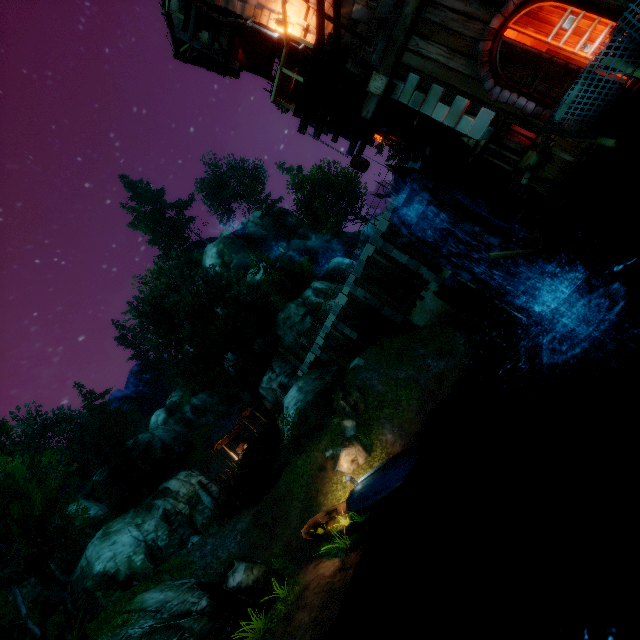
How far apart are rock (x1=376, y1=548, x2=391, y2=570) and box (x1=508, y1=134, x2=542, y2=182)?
10.94m

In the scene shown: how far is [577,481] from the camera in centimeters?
774cm

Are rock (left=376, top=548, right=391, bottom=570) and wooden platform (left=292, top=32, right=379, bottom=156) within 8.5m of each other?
no

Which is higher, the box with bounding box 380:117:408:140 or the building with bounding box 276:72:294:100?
the building with bounding box 276:72:294:100

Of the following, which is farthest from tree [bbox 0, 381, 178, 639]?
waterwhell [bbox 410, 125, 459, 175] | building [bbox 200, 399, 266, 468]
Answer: waterwhell [bbox 410, 125, 459, 175]

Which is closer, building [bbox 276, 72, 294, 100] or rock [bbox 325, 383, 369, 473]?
building [bbox 276, 72, 294, 100]

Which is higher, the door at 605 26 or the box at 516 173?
the door at 605 26

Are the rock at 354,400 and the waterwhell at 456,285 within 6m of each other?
no
